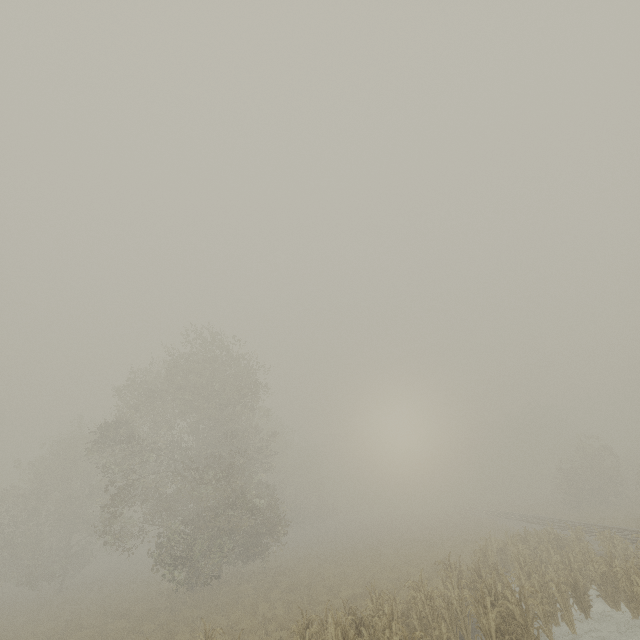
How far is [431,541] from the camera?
29.81m
